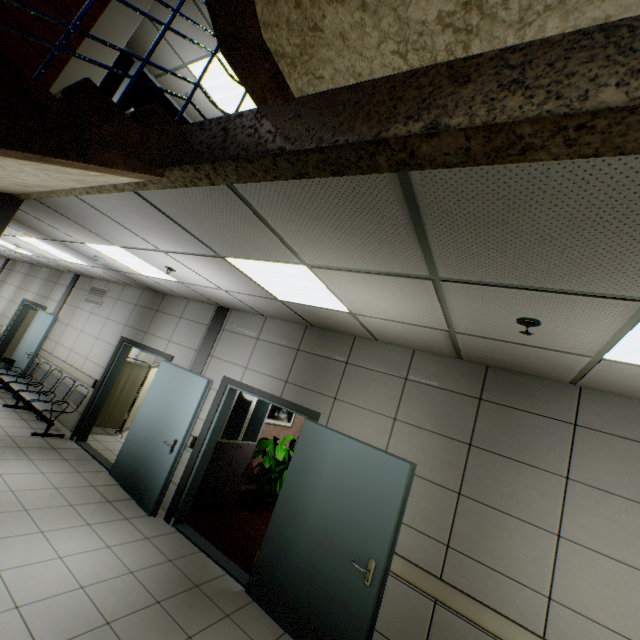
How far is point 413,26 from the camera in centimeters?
99cm

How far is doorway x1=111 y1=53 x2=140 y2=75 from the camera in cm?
545

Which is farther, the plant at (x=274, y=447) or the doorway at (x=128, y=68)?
the plant at (x=274, y=447)

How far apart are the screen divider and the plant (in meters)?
3.32

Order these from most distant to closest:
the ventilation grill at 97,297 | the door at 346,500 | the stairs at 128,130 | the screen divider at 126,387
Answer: the ventilation grill at 97,297
the screen divider at 126,387
the door at 346,500
the stairs at 128,130

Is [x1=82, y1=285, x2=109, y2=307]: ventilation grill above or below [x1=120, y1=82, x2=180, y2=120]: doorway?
below

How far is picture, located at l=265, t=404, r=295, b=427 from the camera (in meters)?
7.27

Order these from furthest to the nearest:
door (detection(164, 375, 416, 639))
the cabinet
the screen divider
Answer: the screen divider < the cabinet < door (detection(164, 375, 416, 639))
